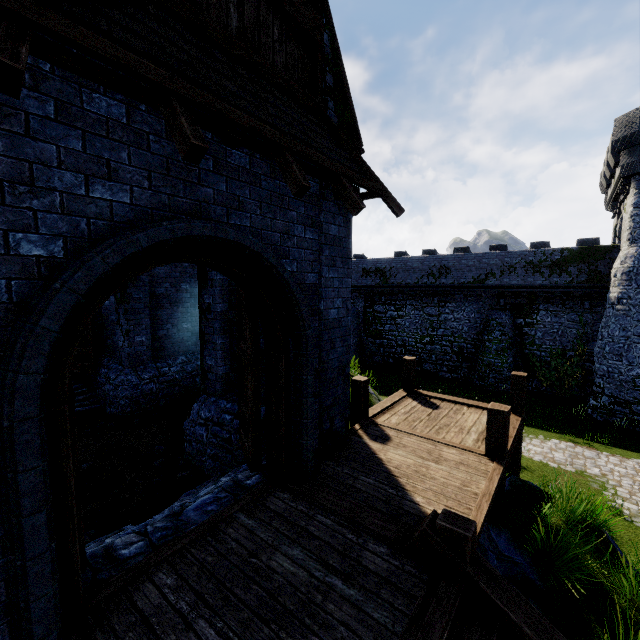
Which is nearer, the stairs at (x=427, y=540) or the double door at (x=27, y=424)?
the double door at (x=27, y=424)

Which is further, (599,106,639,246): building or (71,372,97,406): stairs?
(599,106,639,246): building

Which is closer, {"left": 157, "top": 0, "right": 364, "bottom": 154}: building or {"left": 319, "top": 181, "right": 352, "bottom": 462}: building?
{"left": 157, "top": 0, "right": 364, "bottom": 154}: building

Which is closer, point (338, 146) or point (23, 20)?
point (23, 20)

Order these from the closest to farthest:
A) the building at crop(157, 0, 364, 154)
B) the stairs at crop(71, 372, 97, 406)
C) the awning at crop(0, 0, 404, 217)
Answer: the awning at crop(0, 0, 404, 217) → the building at crop(157, 0, 364, 154) → the stairs at crop(71, 372, 97, 406)

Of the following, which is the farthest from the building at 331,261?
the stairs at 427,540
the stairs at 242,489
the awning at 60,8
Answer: the stairs at 427,540

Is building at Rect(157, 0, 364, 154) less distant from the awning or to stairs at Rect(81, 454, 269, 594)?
the awning

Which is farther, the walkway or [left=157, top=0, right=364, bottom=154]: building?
the walkway
